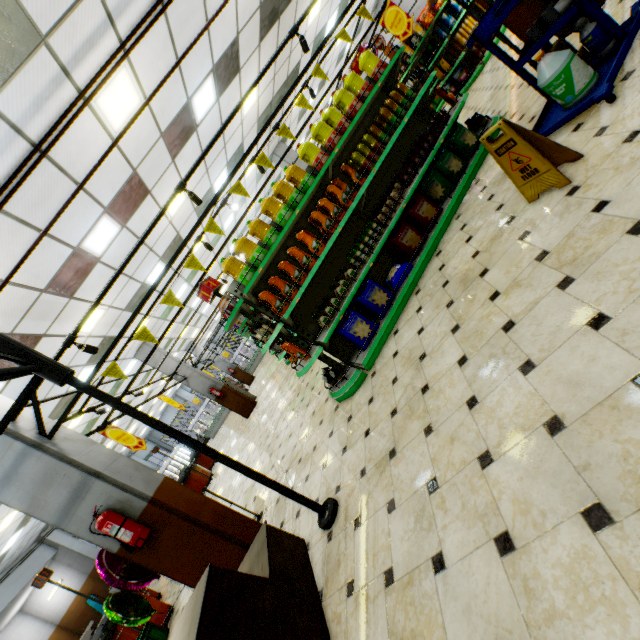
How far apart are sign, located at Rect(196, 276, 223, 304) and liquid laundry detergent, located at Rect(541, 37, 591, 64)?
4.5 meters

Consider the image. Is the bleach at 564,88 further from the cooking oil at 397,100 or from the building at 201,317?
the cooking oil at 397,100

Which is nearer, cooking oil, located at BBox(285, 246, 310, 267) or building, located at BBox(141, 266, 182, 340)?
cooking oil, located at BBox(285, 246, 310, 267)

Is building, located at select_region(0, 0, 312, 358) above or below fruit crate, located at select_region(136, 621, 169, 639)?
above

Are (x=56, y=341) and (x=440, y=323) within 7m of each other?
no

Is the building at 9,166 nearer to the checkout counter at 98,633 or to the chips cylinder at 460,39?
the checkout counter at 98,633

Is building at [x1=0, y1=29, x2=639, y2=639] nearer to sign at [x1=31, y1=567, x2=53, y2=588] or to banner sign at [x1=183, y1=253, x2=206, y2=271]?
banner sign at [x1=183, y1=253, x2=206, y2=271]

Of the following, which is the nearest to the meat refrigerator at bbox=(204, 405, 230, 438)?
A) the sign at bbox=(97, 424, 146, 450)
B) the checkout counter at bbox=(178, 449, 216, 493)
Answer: the checkout counter at bbox=(178, 449, 216, 493)
